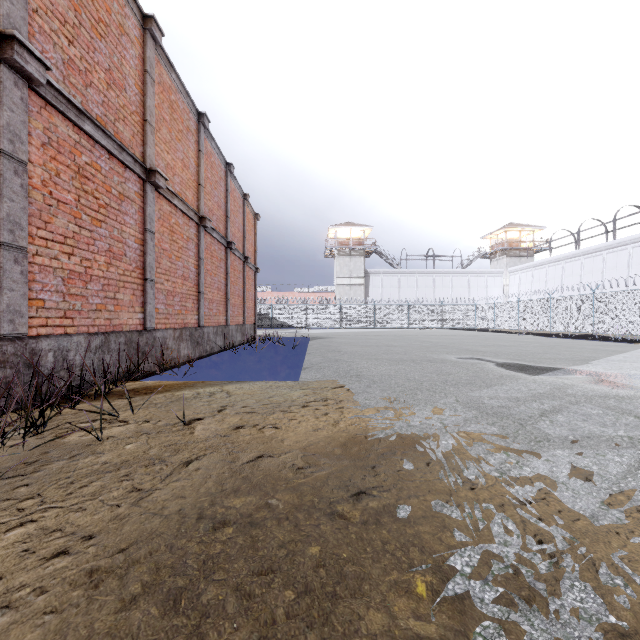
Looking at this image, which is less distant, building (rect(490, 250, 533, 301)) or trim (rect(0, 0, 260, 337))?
trim (rect(0, 0, 260, 337))

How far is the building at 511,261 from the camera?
45.2m

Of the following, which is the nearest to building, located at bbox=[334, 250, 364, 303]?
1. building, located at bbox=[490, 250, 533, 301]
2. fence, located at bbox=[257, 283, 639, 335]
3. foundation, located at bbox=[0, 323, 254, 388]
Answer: fence, located at bbox=[257, 283, 639, 335]

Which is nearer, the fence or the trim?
the trim

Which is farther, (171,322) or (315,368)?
(171,322)

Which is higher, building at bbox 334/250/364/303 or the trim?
building at bbox 334/250/364/303

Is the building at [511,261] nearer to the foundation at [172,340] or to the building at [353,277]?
the building at [353,277]

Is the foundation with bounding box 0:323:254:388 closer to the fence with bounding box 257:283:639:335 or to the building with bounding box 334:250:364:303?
the fence with bounding box 257:283:639:335
